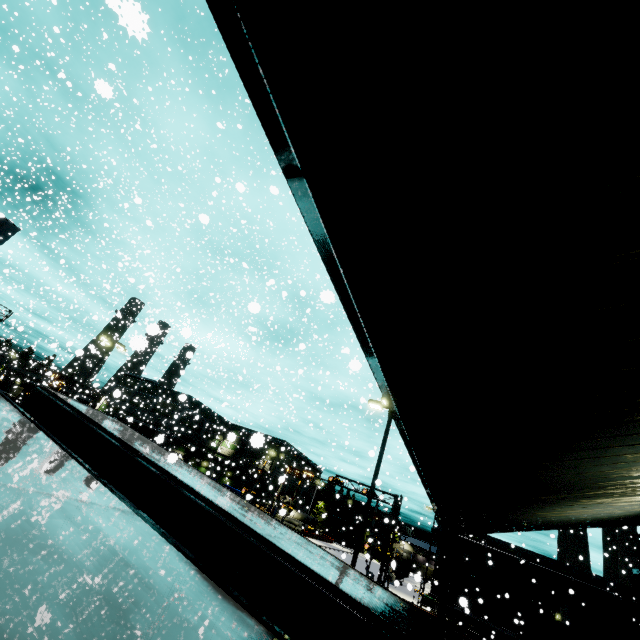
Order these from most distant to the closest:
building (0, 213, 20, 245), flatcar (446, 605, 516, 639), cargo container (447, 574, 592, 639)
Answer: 1. flatcar (446, 605, 516, 639)
2. cargo container (447, 574, 592, 639)
3. building (0, 213, 20, 245)

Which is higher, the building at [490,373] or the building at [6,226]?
the building at [6,226]

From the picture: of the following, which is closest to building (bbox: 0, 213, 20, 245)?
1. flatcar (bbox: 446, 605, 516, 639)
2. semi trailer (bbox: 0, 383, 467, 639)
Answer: semi trailer (bbox: 0, 383, 467, 639)

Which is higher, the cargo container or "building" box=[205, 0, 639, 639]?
"building" box=[205, 0, 639, 639]

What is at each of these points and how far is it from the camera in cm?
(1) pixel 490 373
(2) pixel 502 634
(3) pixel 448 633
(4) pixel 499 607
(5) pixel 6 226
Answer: (1) building, 266
(2) flatcar, 2983
(3) semi trailer, 478
(4) cargo container, 3102
(5) building, 2677

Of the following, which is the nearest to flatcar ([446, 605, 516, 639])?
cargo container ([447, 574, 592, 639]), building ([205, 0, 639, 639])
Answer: cargo container ([447, 574, 592, 639])

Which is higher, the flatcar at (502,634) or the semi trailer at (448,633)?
the semi trailer at (448,633)

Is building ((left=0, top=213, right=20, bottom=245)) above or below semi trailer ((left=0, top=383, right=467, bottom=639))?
above
